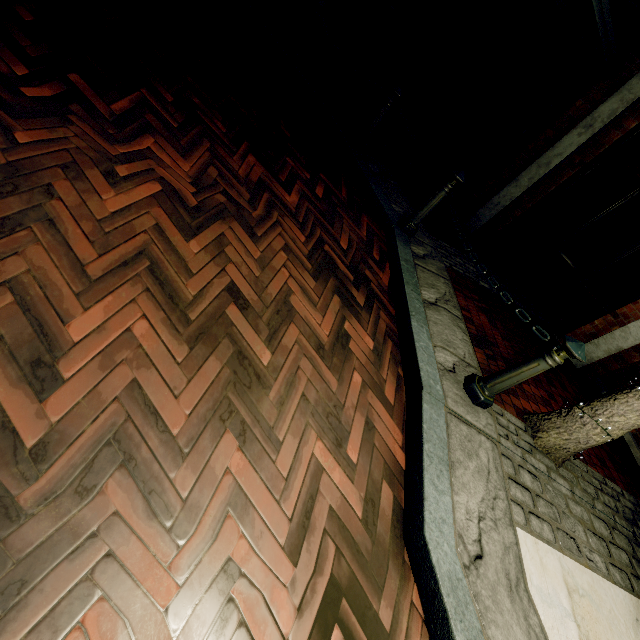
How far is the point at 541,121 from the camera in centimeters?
580cm

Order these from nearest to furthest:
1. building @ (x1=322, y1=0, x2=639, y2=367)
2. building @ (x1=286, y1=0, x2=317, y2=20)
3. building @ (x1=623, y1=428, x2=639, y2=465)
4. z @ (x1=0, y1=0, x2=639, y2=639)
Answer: z @ (x1=0, y1=0, x2=639, y2=639), building @ (x1=623, y1=428, x2=639, y2=465), building @ (x1=322, y1=0, x2=639, y2=367), building @ (x1=286, y1=0, x2=317, y2=20)

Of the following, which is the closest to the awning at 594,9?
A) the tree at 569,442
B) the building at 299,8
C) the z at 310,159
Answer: the building at 299,8

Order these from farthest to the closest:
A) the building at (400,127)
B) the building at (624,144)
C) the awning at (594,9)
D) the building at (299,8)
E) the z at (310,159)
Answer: the building at (299,8) → the building at (400,127) → the building at (624,144) → the awning at (594,9) → the z at (310,159)

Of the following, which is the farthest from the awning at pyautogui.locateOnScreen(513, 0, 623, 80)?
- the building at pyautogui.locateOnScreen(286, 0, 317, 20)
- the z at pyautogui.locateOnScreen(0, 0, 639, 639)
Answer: the z at pyautogui.locateOnScreen(0, 0, 639, 639)

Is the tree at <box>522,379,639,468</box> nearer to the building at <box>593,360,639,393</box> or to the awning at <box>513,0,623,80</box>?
the building at <box>593,360,639,393</box>
